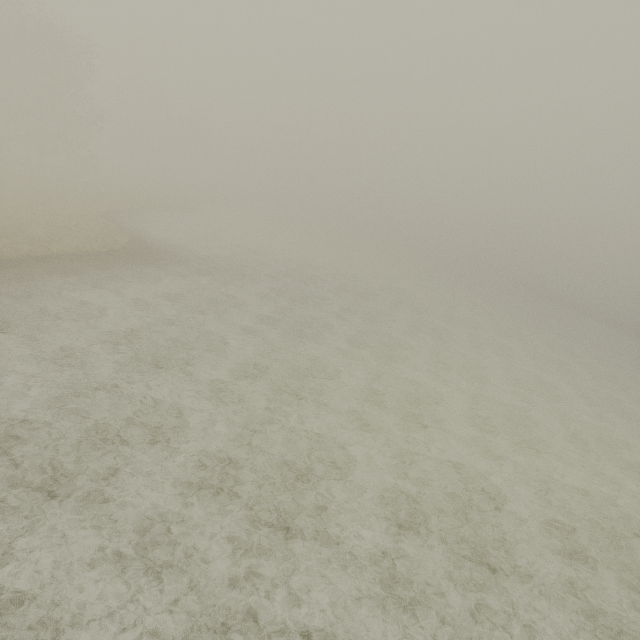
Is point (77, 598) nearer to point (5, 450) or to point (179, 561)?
point (179, 561)
